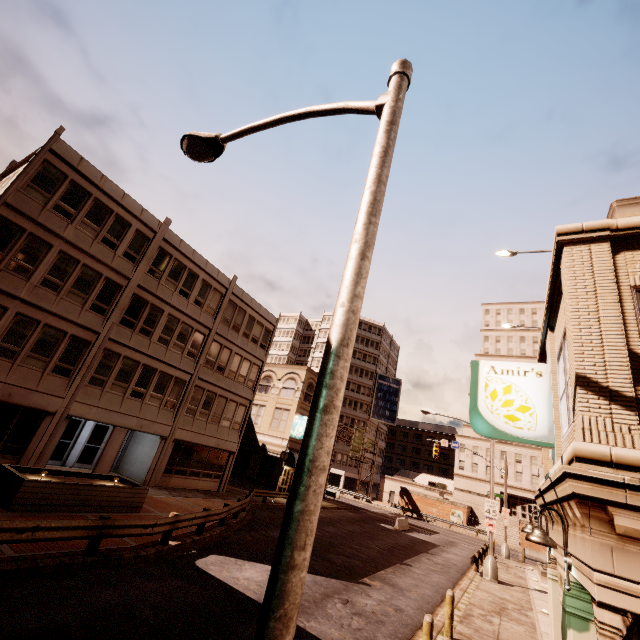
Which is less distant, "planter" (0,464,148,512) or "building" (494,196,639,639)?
"building" (494,196,639,639)

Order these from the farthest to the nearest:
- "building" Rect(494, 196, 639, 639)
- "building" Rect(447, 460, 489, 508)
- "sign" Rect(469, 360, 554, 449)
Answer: "building" Rect(447, 460, 489, 508)
"sign" Rect(469, 360, 554, 449)
"building" Rect(494, 196, 639, 639)

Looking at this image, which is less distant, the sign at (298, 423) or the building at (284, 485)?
the building at (284, 485)

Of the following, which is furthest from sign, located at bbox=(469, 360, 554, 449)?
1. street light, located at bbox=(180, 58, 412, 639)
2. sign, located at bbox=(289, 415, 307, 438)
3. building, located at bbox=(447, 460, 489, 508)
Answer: building, located at bbox=(447, 460, 489, 508)

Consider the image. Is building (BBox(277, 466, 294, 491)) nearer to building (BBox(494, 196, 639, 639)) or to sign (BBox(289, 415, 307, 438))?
sign (BBox(289, 415, 307, 438))

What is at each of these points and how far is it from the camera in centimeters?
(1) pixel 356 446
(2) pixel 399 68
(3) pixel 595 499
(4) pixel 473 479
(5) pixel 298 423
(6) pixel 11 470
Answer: (1) sign, 5019cm
(2) street light, 461cm
(3) building, 366cm
(4) building, 5934cm
(5) sign, 3394cm
(6) planter, 1180cm

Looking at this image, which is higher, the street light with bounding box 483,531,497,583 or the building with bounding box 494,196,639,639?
the building with bounding box 494,196,639,639

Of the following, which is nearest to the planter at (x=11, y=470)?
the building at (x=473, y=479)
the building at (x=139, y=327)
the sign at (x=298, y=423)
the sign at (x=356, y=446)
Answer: the building at (x=139, y=327)
